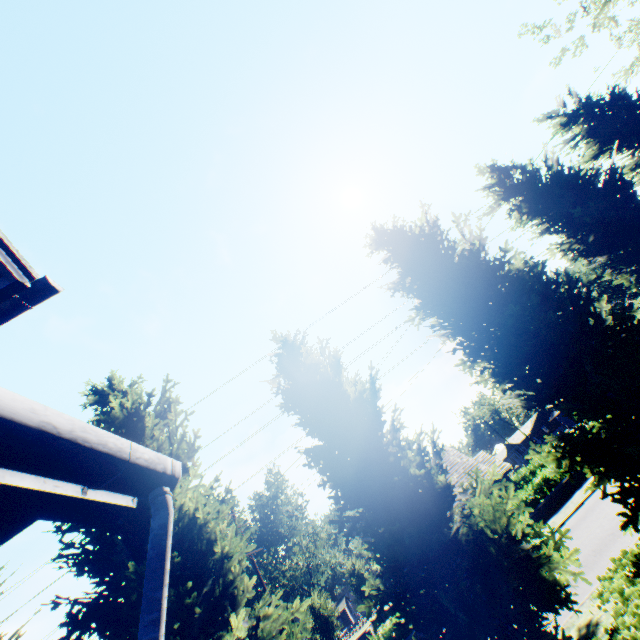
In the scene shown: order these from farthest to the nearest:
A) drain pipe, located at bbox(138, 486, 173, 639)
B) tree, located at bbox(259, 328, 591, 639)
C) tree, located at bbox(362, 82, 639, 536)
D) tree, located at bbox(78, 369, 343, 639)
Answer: tree, located at bbox(362, 82, 639, 536) → tree, located at bbox(78, 369, 343, 639) → tree, located at bbox(259, 328, 591, 639) → drain pipe, located at bbox(138, 486, 173, 639)

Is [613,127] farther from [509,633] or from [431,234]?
[509,633]

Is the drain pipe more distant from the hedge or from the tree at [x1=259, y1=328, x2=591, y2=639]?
the hedge

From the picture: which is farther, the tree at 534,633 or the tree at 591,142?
the tree at 591,142

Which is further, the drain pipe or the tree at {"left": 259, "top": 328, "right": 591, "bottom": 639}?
the tree at {"left": 259, "top": 328, "right": 591, "bottom": 639}

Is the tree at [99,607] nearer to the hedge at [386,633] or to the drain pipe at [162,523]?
the drain pipe at [162,523]
